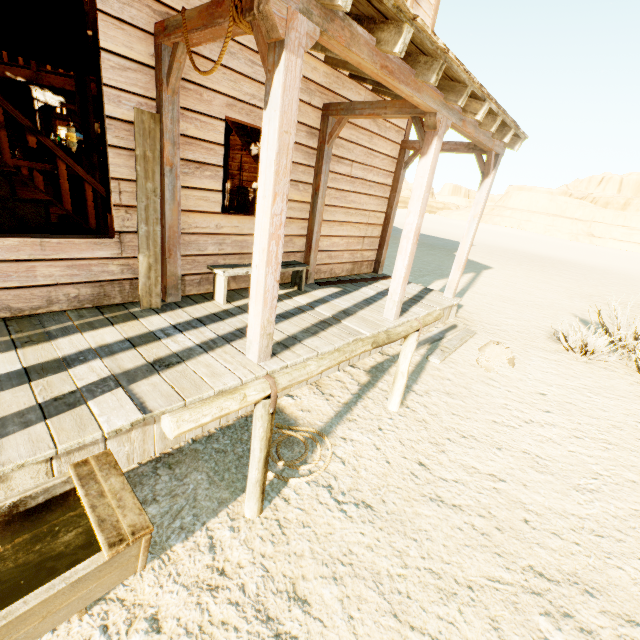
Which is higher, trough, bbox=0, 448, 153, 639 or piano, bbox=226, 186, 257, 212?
piano, bbox=226, 186, 257, 212

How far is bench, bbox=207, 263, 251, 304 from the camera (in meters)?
4.09

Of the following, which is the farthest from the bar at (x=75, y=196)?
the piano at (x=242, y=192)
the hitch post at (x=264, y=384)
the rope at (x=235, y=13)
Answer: the hitch post at (x=264, y=384)

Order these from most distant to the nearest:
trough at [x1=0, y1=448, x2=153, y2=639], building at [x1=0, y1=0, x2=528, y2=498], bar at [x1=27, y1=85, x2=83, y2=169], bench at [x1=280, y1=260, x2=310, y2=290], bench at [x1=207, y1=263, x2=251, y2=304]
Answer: bar at [x1=27, y1=85, x2=83, y2=169], bench at [x1=280, y1=260, x2=310, y2=290], bench at [x1=207, y1=263, x2=251, y2=304], building at [x1=0, y1=0, x2=528, y2=498], trough at [x1=0, y1=448, x2=153, y2=639]

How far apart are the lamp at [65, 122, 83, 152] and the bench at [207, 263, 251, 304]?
3.3 meters

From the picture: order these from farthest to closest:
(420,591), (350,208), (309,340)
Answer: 1. (350,208)
2. (309,340)
3. (420,591)

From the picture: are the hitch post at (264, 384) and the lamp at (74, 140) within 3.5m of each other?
no

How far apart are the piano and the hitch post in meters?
4.7
